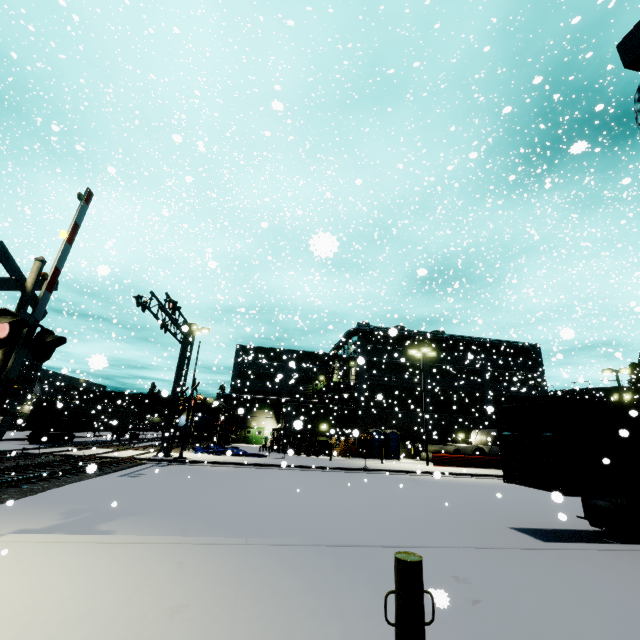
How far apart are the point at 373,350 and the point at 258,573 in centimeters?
3497cm

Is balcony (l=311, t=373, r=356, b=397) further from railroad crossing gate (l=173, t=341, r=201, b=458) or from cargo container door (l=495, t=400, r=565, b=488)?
cargo container door (l=495, t=400, r=565, b=488)

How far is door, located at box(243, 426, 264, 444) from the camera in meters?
47.9 m

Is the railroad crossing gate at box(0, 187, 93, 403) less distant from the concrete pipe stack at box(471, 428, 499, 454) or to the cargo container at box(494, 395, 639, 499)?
the cargo container at box(494, 395, 639, 499)

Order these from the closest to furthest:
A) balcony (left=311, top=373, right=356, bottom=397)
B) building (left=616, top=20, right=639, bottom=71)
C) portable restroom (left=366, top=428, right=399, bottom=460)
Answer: building (left=616, top=20, right=639, bottom=71), portable restroom (left=366, top=428, right=399, bottom=460), balcony (left=311, top=373, right=356, bottom=397)

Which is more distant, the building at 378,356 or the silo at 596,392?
the silo at 596,392

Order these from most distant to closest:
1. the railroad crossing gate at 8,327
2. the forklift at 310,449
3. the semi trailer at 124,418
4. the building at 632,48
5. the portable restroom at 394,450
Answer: the portable restroom at 394,450, the forklift at 310,449, the semi trailer at 124,418, the building at 632,48, the railroad crossing gate at 8,327

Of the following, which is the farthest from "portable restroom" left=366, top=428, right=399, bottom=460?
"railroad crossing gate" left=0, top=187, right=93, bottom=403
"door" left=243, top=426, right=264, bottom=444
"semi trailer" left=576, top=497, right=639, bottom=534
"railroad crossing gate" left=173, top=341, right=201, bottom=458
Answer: "railroad crossing gate" left=0, top=187, right=93, bottom=403
